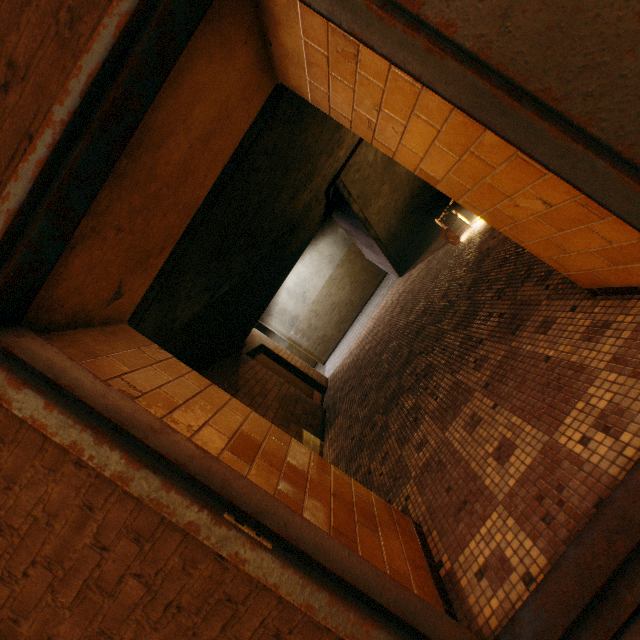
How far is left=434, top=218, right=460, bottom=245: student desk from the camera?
5.1m

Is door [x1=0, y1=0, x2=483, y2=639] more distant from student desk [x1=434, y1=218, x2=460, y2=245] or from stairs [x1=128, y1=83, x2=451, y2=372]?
student desk [x1=434, y1=218, x2=460, y2=245]

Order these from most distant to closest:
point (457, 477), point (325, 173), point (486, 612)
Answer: point (325, 173), point (457, 477), point (486, 612)

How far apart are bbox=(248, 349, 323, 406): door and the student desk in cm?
450

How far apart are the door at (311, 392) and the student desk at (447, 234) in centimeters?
450cm

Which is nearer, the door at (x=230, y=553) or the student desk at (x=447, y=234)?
the door at (x=230, y=553)

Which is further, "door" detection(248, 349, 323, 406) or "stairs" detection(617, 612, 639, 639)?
"door" detection(248, 349, 323, 406)
